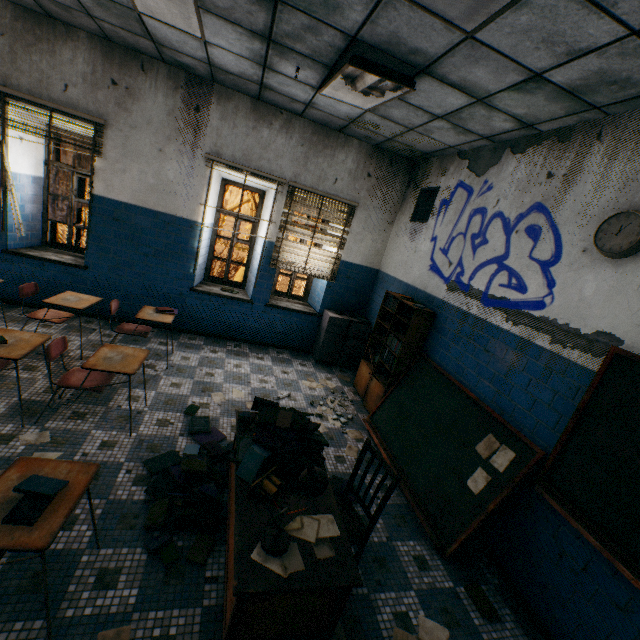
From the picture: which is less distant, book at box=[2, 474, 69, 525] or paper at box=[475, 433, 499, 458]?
book at box=[2, 474, 69, 525]

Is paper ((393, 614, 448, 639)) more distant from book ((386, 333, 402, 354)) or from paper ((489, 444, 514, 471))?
book ((386, 333, 402, 354))

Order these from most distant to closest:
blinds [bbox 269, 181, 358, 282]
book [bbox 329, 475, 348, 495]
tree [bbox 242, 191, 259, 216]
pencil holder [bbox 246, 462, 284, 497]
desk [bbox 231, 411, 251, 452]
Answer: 1. tree [bbox 242, 191, 259, 216]
2. blinds [bbox 269, 181, 358, 282]
3. book [bbox 329, 475, 348, 495]
4. desk [bbox 231, 411, 251, 452]
5. pencil holder [bbox 246, 462, 284, 497]

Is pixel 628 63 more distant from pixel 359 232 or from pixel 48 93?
pixel 48 93

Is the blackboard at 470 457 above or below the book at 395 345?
below

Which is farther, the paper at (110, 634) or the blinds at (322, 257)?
the blinds at (322, 257)

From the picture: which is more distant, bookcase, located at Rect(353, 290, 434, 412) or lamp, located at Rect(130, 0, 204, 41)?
bookcase, located at Rect(353, 290, 434, 412)

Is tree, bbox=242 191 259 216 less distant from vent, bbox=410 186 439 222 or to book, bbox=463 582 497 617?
vent, bbox=410 186 439 222
